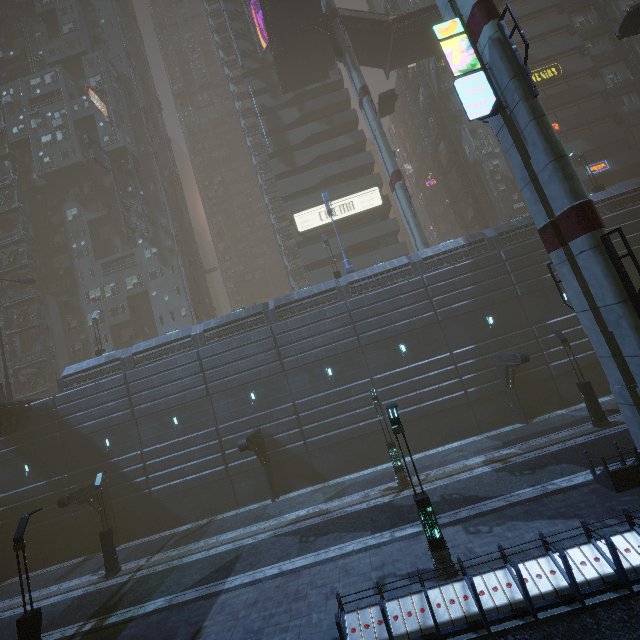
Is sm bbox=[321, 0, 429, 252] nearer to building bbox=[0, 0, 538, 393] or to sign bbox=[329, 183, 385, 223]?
building bbox=[0, 0, 538, 393]

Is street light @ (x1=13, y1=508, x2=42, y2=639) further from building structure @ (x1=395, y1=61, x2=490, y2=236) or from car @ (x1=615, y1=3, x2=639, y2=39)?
building structure @ (x1=395, y1=61, x2=490, y2=236)

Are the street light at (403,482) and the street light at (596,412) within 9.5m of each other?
no

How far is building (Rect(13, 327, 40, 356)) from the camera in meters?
39.5

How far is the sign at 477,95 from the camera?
12.61m

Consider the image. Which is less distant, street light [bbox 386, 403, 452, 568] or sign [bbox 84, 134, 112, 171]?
street light [bbox 386, 403, 452, 568]

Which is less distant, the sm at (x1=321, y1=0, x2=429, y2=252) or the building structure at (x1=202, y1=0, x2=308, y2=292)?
the sm at (x1=321, y1=0, x2=429, y2=252)

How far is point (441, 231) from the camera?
52.62m
